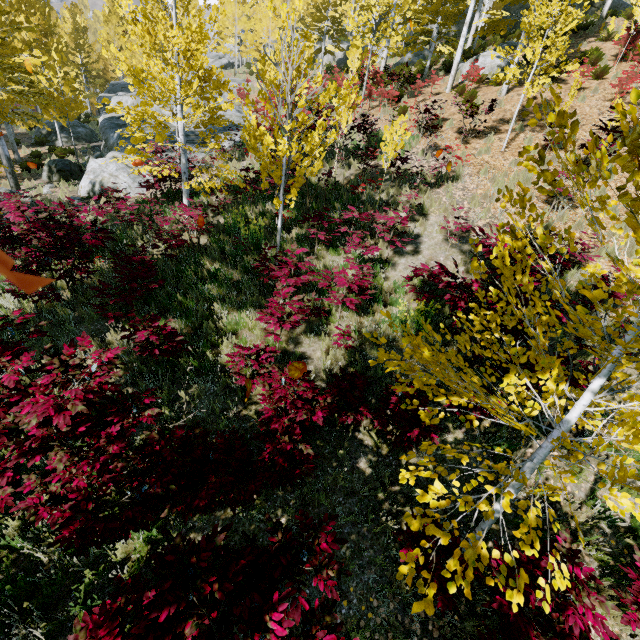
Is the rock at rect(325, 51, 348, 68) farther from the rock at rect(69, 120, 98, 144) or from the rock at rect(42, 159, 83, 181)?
the rock at rect(69, 120, 98, 144)

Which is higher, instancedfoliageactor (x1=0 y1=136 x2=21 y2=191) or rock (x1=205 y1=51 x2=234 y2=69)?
rock (x1=205 y1=51 x2=234 y2=69)

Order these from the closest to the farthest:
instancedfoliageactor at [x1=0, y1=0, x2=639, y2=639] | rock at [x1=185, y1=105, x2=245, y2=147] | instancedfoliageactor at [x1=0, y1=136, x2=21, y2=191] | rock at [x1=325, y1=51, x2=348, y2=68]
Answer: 1. instancedfoliageactor at [x1=0, y1=0, x2=639, y2=639]
2. instancedfoliageactor at [x1=0, y1=136, x2=21, y2=191]
3. rock at [x1=185, y1=105, x2=245, y2=147]
4. rock at [x1=325, y1=51, x2=348, y2=68]

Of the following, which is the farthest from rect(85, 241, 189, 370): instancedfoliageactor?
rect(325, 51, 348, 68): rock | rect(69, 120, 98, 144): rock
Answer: rect(69, 120, 98, 144): rock

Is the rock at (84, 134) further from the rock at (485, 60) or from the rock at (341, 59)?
the rock at (485, 60)

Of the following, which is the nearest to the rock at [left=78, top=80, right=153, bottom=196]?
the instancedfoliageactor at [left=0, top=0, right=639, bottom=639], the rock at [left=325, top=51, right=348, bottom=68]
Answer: the instancedfoliageactor at [left=0, top=0, right=639, bottom=639]

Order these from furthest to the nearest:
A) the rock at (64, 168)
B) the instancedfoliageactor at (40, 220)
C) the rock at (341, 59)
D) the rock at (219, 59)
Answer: the rock at (219, 59) → the rock at (341, 59) → the rock at (64, 168) → the instancedfoliageactor at (40, 220)

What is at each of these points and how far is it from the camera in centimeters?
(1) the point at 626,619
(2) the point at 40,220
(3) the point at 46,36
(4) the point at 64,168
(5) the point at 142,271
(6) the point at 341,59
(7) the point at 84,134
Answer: (1) instancedfoliageactor, 330cm
(2) instancedfoliageactor, 674cm
(3) instancedfoliageactor, 1877cm
(4) rock, 1417cm
(5) instancedfoliageactor, 662cm
(6) rock, 3222cm
(7) rock, 2220cm
